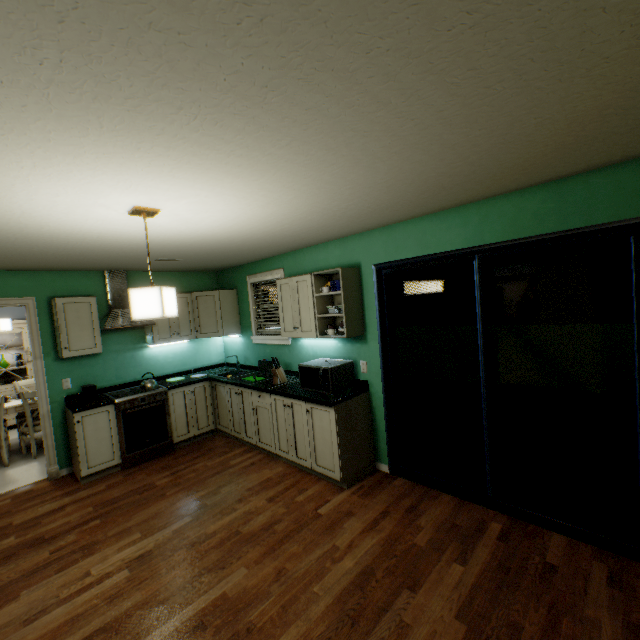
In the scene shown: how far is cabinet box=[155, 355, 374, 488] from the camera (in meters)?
3.13

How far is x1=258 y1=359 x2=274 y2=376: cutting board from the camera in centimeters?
435cm

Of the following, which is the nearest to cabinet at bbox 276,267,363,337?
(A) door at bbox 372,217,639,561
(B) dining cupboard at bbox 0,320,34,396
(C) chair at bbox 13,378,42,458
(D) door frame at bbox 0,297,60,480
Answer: (A) door at bbox 372,217,639,561

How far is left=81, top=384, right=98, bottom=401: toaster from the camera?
3.8m

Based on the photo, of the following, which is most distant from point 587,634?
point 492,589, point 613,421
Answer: point 613,421

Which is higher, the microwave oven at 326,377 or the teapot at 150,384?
the microwave oven at 326,377

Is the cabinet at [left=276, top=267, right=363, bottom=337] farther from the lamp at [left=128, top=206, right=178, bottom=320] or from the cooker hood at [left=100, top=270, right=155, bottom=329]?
the cooker hood at [left=100, top=270, right=155, bottom=329]

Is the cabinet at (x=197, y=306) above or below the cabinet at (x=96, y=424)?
above
